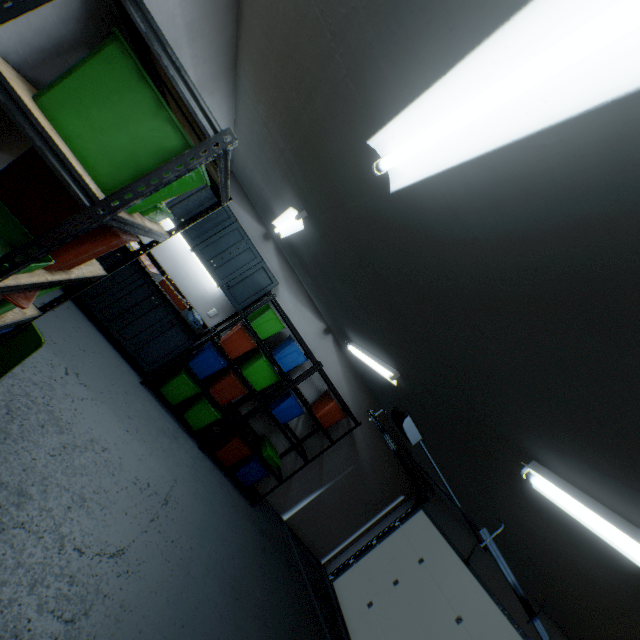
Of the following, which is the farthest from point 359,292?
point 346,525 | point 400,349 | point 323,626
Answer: point 346,525

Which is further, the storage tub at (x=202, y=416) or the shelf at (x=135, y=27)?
the storage tub at (x=202, y=416)

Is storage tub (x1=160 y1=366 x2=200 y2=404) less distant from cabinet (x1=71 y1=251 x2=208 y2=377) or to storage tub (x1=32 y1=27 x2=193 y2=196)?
cabinet (x1=71 y1=251 x2=208 y2=377)

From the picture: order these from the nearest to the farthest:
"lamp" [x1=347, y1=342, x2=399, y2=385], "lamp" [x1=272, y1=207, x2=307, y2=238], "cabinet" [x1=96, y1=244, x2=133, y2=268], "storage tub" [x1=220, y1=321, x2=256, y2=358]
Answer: "lamp" [x1=272, y1=207, x2=307, y2=238], "lamp" [x1=347, y1=342, x2=399, y2=385], "cabinet" [x1=96, y1=244, x2=133, y2=268], "storage tub" [x1=220, y1=321, x2=256, y2=358]

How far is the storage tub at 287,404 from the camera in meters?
4.6 m

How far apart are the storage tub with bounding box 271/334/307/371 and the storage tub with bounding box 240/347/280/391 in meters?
0.1 m

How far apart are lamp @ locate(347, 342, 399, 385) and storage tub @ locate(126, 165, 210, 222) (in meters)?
2.29

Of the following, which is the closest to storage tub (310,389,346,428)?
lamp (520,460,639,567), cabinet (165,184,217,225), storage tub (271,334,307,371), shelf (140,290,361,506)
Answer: shelf (140,290,361,506)
